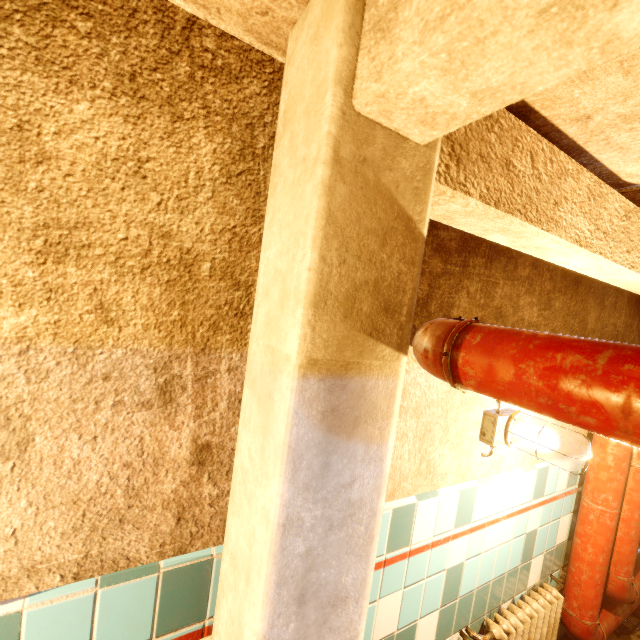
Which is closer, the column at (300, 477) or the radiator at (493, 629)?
the column at (300, 477)

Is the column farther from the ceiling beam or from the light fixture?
the light fixture

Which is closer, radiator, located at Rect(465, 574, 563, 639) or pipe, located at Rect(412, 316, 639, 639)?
pipe, located at Rect(412, 316, 639, 639)

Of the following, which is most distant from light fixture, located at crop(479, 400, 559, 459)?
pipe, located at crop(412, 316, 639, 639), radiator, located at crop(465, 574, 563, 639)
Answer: radiator, located at crop(465, 574, 563, 639)

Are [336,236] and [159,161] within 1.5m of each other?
yes

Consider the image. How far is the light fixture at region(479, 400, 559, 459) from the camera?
1.5m

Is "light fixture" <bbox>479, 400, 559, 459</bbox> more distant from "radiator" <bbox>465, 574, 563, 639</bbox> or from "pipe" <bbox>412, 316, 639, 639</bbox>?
"radiator" <bbox>465, 574, 563, 639</bbox>

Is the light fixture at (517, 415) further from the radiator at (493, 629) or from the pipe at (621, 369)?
A: the radiator at (493, 629)
